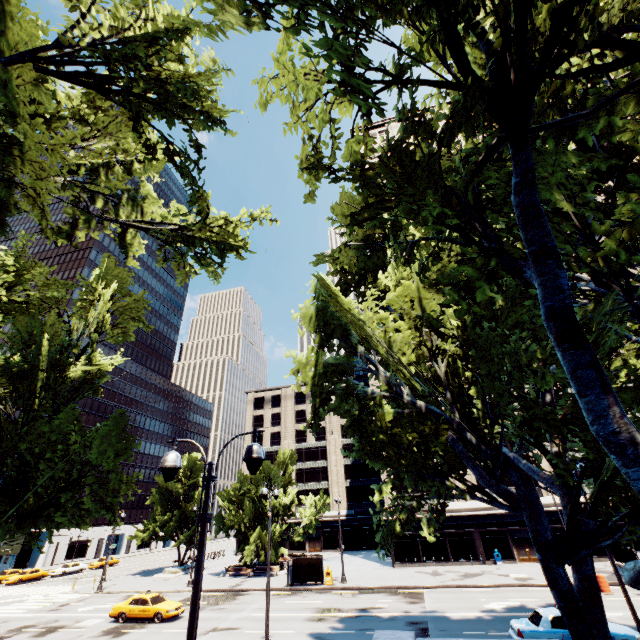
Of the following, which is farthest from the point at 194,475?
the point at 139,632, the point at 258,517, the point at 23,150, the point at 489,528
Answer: the point at 23,150

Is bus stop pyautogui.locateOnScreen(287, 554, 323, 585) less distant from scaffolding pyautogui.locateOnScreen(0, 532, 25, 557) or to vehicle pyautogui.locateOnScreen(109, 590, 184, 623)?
vehicle pyautogui.locateOnScreen(109, 590, 184, 623)

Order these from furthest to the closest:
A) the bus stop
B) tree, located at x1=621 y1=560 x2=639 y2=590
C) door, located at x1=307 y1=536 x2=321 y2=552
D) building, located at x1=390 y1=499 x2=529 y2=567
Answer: door, located at x1=307 y1=536 x2=321 y2=552 < building, located at x1=390 y1=499 x2=529 y2=567 < the bus stop < tree, located at x1=621 y1=560 x2=639 y2=590

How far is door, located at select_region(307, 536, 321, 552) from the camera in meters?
57.5 m

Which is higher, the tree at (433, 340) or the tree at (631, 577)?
the tree at (433, 340)

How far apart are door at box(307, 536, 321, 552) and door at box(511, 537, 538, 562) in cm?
3368

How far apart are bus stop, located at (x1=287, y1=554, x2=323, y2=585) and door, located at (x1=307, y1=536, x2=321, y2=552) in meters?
30.0

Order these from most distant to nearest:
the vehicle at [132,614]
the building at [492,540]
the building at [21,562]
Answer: the building at [21,562]
the building at [492,540]
the vehicle at [132,614]
